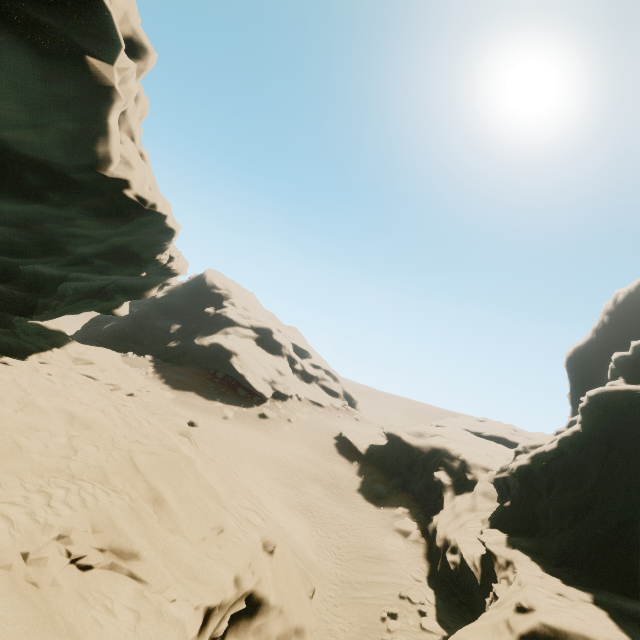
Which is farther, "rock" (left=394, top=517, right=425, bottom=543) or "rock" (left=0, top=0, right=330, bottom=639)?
"rock" (left=394, top=517, right=425, bottom=543)

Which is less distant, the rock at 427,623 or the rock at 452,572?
the rock at 452,572

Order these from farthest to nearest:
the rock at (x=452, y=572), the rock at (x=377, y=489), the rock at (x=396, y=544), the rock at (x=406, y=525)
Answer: the rock at (x=377, y=489) < the rock at (x=406, y=525) < the rock at (x=396, y=544) < the rock at (x=452, y=572)

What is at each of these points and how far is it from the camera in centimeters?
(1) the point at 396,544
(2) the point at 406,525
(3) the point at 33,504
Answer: (1) rock, 2306cm
(2) rock, 2505cm
(3) rock, 533cm

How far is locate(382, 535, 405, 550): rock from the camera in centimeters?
2253cm

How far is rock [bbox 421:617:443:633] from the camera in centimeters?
1598cm
